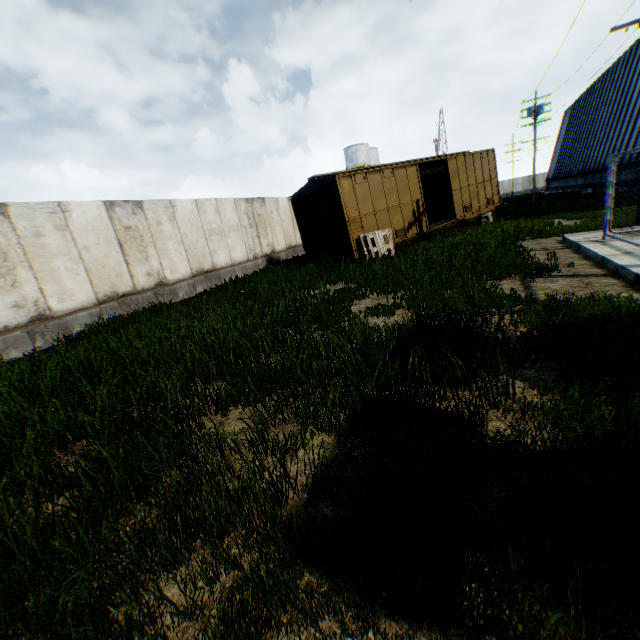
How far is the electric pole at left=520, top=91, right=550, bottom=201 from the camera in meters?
28.7

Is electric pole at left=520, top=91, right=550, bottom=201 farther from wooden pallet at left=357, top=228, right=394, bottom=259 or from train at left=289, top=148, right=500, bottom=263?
wooden pallet at left=357, top=228, right=394, bottom=259

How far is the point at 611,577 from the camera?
1.49m

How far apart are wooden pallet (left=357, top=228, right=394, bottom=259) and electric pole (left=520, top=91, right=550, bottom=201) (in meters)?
26.70

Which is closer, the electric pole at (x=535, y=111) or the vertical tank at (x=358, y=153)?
the electric pole at (x=535, y=111)

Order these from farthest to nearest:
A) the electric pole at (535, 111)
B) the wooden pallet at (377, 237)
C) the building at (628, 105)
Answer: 1. the electric pole at (535, 111)
2. the building at (628, 105)
3. the wooden pallet at (377, 237)

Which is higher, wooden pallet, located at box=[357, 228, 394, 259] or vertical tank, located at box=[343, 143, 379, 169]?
vertical tank, located at box=[343, 143, 379, 169]

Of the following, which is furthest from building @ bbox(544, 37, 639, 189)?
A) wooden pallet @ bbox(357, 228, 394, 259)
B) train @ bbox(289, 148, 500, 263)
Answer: wooden pallet @ bbox(357, 228, 394, 259)
